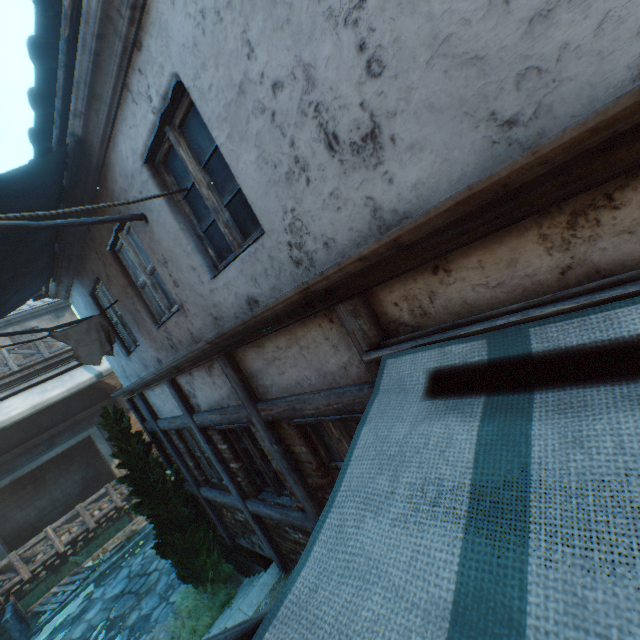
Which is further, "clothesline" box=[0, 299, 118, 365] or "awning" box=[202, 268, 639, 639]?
"clothesline" box=[0, 299, 118, 365]

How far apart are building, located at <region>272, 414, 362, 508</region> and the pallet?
11.93m

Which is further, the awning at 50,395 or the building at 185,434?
the awning at 50,395

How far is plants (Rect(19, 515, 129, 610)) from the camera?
11.1m

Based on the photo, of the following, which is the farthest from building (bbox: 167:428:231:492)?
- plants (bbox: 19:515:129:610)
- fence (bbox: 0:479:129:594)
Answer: fence (bbox: 0:479:129:594)

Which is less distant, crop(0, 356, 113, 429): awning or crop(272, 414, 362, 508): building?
crop(272, 414, 362, 508): building

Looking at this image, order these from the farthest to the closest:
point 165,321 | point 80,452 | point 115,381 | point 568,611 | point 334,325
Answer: point 80,452 < point 115,381 < point 165,321 < point 334,325 < point 568,611

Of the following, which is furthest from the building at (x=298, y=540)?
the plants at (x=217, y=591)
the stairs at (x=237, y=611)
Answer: the plants at (x=217, y=591)
